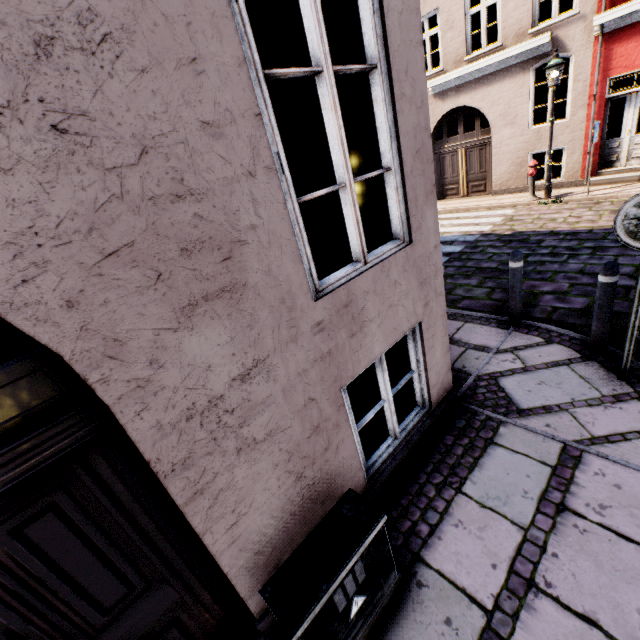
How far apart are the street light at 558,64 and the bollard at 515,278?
7.88m

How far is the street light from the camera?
8.60m

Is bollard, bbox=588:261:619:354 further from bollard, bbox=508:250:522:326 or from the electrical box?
the electrical box

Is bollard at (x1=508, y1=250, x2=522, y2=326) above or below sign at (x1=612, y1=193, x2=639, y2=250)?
below

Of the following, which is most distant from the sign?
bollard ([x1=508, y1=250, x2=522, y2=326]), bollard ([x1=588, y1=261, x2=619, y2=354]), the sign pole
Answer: bollard ([x1=508, y1=250, x2=522, y2=326])

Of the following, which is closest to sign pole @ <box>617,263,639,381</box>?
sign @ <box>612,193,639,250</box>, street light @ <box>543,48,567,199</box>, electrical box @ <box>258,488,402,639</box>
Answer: sign @ <box>612,193,639,250</box>

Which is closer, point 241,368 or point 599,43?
point 241,368

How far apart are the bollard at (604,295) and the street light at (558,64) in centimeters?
843cm
